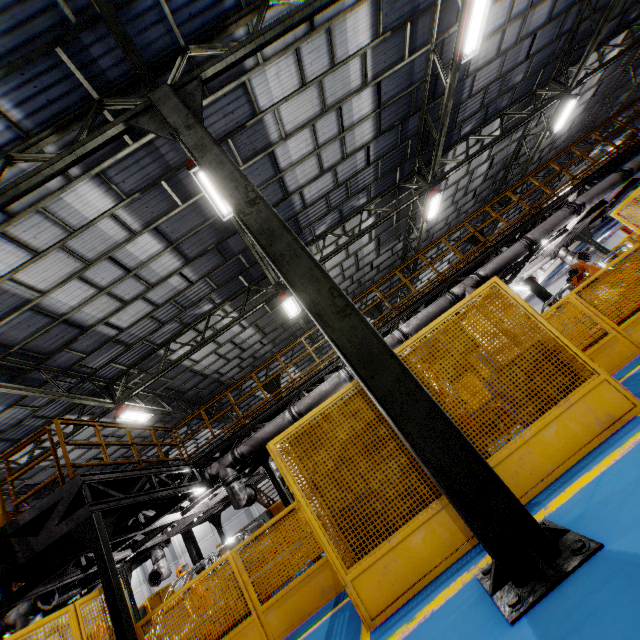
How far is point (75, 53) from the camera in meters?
5.5

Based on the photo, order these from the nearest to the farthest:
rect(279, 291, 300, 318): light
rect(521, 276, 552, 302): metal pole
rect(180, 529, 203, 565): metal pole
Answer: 1. rect(279, 291, 300, 318): light
2. rect(180, 529, 203, 565): metal pole
3. rect(521, 276, 552, 302): metal pole

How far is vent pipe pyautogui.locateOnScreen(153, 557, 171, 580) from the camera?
12.5 meters

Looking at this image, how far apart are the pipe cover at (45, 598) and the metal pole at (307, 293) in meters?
11.6

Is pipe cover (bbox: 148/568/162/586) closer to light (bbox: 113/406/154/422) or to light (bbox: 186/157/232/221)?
light (bbox: 113/406/154/422)

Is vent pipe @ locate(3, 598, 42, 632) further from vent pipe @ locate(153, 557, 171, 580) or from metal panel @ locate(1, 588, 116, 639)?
vent pipe @ locate(153, 557, 171, 580)

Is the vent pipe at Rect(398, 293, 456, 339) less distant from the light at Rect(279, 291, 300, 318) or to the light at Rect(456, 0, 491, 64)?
the light at Rect(279, 291, 300, 318)

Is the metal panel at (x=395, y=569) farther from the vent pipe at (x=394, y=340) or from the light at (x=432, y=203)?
the light at (x=432, y=203)
